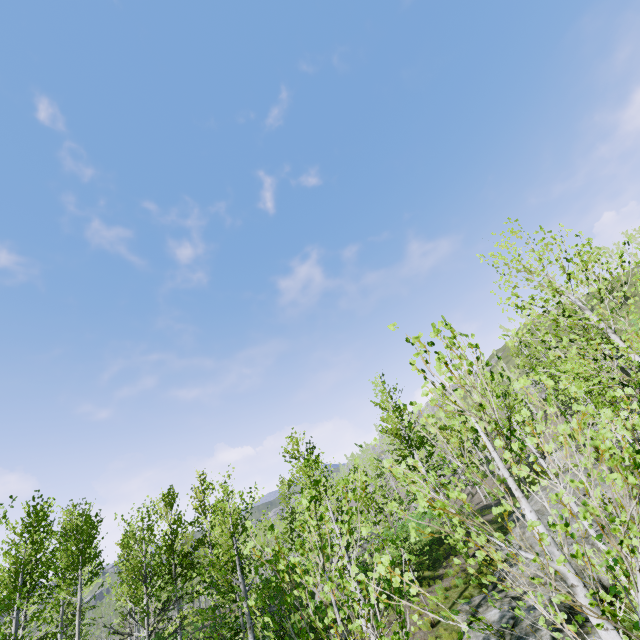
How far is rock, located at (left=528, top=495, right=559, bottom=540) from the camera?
17.0 meters

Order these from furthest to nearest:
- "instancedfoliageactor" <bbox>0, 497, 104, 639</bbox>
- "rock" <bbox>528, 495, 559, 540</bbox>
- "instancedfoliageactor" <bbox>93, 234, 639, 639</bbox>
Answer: "rock" <bbox>528, 495, 559, 540</bbox> → "instancedfoliageactor" <bbox>0, 497, 104, 639</bbox> → "instancedfoliageactor" <bbox>93, 234, 639, 639</bbox>

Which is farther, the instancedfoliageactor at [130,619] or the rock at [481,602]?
the rock at [481,602]

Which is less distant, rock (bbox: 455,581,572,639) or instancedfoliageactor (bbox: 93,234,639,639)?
instancedfoliageactor (bbox: 93,234,639,639)

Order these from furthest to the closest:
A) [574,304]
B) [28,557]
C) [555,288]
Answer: [28,557] < [574,304] < [555,288]

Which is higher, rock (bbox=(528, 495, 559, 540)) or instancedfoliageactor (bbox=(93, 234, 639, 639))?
instancedfoliageactor (bbox=(93, 234, 639, 639))

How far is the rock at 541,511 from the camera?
16.95m
